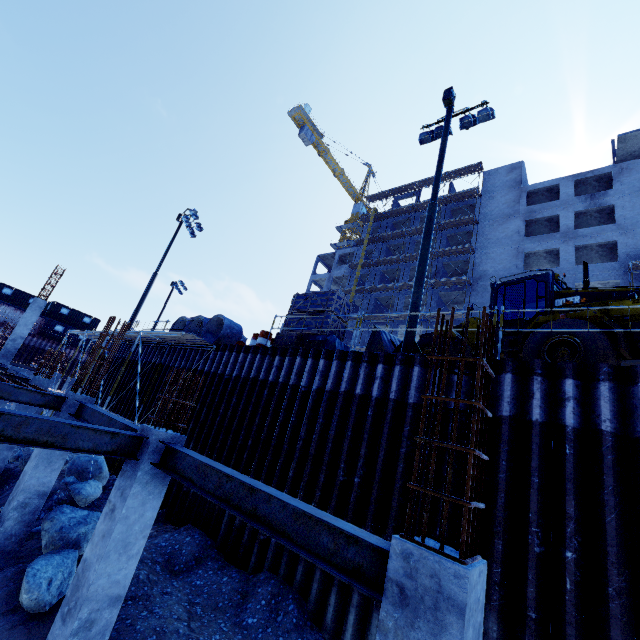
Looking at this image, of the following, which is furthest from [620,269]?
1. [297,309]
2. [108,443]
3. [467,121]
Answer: [108,443]

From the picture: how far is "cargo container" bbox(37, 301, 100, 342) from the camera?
41.0 meters

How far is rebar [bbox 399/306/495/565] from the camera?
2.6m

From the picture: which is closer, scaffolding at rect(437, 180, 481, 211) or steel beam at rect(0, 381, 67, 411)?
steel beam at rect(0, 381, 67, 411)

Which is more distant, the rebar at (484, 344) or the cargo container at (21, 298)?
the cargo container at (21, 298)

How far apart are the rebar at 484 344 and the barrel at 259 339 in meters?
10.1

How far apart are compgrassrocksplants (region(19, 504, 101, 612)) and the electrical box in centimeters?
1810cm

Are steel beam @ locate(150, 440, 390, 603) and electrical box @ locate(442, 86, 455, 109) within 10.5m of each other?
no
